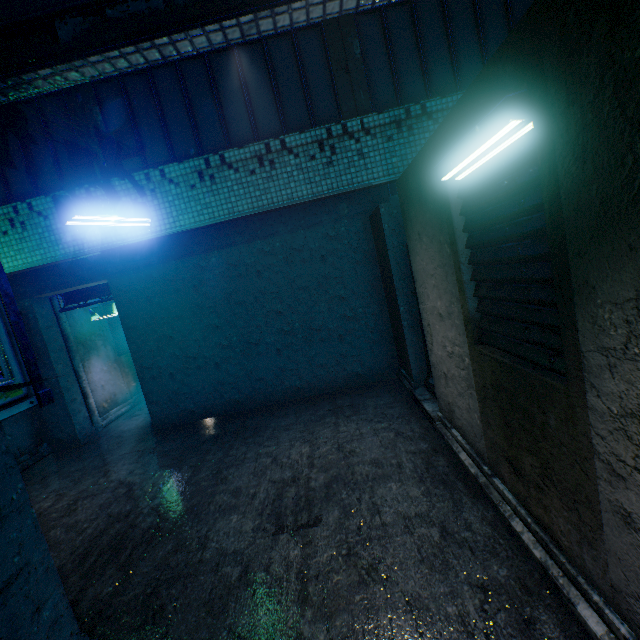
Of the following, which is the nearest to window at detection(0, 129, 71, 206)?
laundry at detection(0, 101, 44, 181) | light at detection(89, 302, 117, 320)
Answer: laundry at detection(0, 101, 44, 181)

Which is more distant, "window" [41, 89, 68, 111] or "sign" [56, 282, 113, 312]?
"sign" [56, 282, 113, 312]

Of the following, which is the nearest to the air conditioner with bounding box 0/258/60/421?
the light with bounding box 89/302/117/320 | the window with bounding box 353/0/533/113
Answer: the window with bounding box 353/0/533/113

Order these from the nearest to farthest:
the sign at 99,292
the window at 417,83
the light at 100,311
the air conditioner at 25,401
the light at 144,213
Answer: the air conditioner at 25,401, the light at 144,213, the window at 417,83, the sign at 99,292, the light at 100,311

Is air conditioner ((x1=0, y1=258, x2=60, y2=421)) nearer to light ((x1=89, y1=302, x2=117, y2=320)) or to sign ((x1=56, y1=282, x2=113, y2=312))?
sign ((x1=56, y1=282, x2=113, y2=312))

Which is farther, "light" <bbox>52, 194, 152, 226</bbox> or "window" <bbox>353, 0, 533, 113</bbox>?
"window" <bbox>353, 0, 533, 113</bbox>

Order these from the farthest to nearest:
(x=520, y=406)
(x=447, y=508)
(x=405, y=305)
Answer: (x=405, y=305)
(x=447, y=508)
(x=520, y=406)

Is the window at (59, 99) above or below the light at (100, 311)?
above
